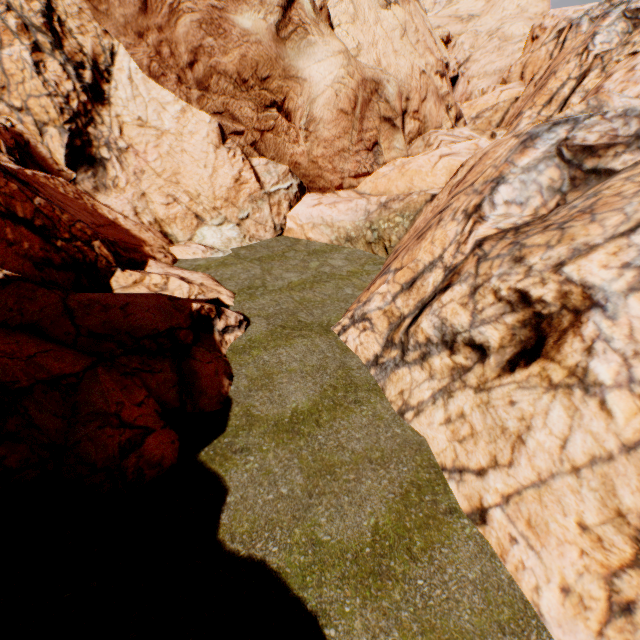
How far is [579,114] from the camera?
8.7m
